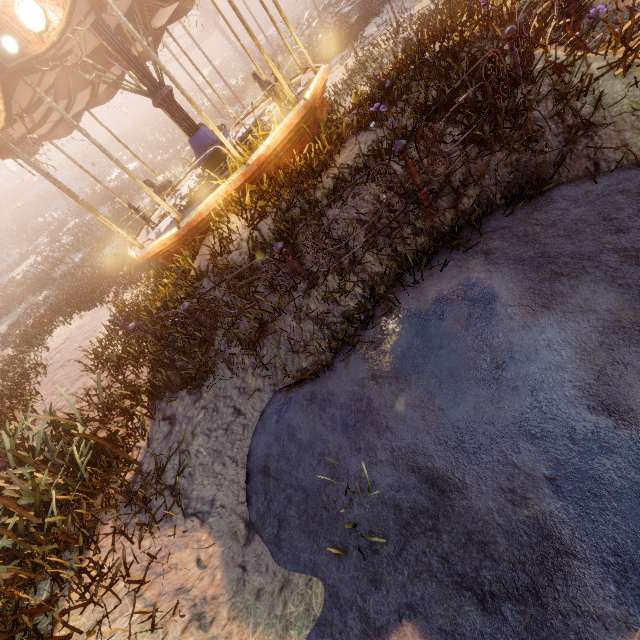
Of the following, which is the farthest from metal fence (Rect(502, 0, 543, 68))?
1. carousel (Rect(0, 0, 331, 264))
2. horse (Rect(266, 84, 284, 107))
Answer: horse (Rect(266, 84, 284, 107))

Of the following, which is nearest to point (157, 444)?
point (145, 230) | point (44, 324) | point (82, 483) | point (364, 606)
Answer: point (82, 483)

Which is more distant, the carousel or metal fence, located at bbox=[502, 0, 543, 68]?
the carousel

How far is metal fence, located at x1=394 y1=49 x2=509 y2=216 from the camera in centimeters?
397cm

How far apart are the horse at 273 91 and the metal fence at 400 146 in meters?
5.1

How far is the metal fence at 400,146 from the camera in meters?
4.0 m

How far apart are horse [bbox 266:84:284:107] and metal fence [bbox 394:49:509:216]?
5.1m

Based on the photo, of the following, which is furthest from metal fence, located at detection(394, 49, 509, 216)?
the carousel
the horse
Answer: the horse
